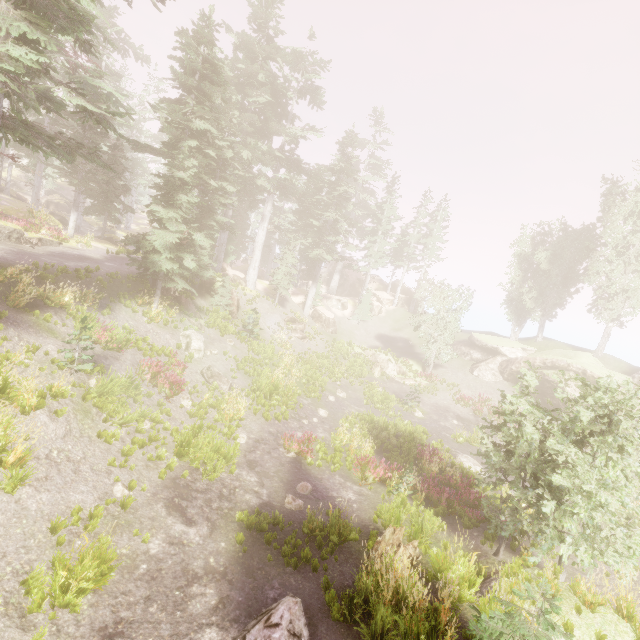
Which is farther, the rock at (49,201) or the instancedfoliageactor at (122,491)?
the rock at (49,201)

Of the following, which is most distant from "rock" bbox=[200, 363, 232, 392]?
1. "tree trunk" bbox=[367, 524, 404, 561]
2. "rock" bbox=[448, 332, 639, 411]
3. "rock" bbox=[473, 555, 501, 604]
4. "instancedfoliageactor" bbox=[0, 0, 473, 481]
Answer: "rock" bbox=[448, 332, 639, 411]

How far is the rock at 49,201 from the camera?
22.1 meters

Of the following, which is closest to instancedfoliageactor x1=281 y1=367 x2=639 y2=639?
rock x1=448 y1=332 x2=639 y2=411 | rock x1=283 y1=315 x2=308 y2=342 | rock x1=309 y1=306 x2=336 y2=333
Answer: rock x1=448 y1=332 x2=639 y2=411

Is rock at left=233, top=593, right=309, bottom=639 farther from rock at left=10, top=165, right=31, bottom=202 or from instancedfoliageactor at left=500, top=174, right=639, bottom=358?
rock at left=10, top=165, right=31, bottom=202

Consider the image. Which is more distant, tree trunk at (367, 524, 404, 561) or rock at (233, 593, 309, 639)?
tree trunk at (367, 524, 404, 561)

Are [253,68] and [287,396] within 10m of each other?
no

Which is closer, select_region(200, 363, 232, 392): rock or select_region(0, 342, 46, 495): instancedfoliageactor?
select_region(0, 342, 46, 495): instancedfoliageactor
